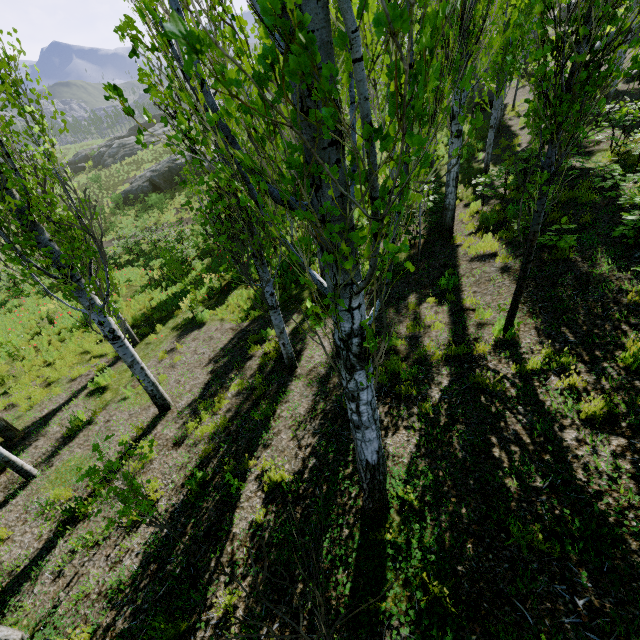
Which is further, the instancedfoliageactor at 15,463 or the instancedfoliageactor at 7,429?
the instancedfoliageactor at 7,429

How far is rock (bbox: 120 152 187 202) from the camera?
29.17m

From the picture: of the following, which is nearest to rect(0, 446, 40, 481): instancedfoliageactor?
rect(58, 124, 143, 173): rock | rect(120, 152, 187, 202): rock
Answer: rect(120, 152, 187, 202): rock

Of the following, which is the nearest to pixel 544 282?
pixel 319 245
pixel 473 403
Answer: pixel 473 403

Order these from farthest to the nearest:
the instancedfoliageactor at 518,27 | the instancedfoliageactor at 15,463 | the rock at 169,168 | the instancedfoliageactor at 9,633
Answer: the rock at 169,168 → the instancedfoliageactor at 15,463 → the instancedfoliageactor at 9,633 → the instancedfoliageactor at 518,27

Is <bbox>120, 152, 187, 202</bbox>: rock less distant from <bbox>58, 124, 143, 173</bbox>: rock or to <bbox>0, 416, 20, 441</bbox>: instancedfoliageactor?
<bbox>0, 416, 20, 441</bbox>: instancedfoliageactor
